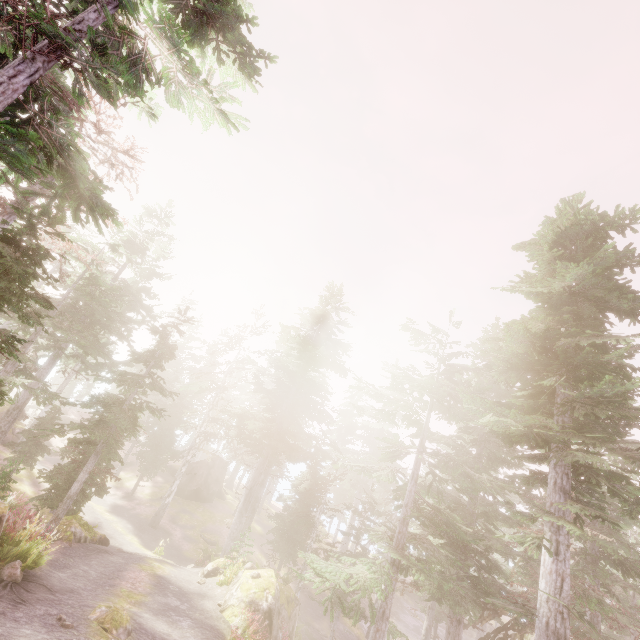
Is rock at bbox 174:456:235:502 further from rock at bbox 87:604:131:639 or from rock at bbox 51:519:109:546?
rock at bbox 87:604:131:639

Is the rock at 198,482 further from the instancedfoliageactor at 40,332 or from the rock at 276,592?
the rock at 276,592

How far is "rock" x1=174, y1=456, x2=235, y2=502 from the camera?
35.2 meters

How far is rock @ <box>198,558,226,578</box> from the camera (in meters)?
17.91

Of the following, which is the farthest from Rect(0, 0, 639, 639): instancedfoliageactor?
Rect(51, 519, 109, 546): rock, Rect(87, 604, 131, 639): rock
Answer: Rect(87, 604, 131, 639): rock

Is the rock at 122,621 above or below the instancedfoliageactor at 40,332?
below

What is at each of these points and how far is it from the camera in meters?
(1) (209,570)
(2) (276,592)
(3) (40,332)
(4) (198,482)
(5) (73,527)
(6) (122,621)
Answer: (1) rock, 18.0
(2) rock, 15.4
(3) instancedfoliageactor, 19.2
(4) rock, 35.8
(5) rock, 15.2
(6) rock, 9.1
